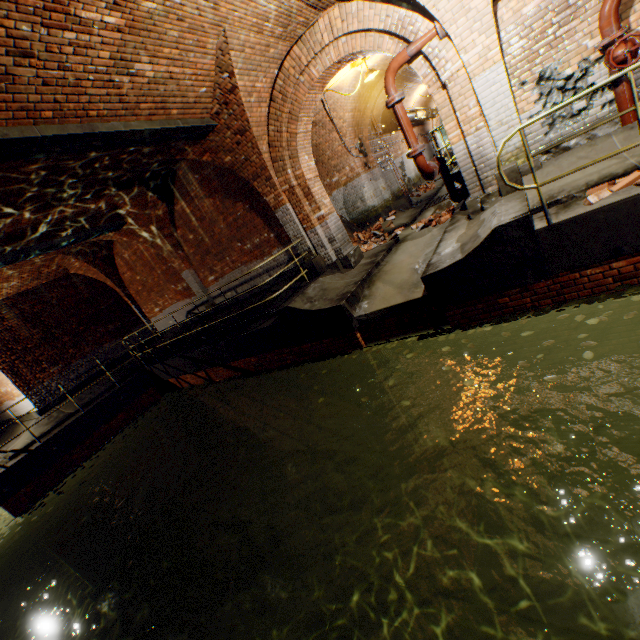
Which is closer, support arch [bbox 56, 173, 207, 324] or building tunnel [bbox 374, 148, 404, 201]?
support arch [bbox 56, 173, 207, 324]

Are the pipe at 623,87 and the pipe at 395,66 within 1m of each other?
no

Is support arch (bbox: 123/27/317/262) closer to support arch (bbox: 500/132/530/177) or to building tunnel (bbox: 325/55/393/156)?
building tunnel (bbox: 325/55/393/156)

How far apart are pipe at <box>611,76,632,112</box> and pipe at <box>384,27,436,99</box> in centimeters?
280cm

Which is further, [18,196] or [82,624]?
[82,624]

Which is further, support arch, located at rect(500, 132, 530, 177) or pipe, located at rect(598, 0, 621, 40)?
support arch, located at rect(500, 132, 530, 177)

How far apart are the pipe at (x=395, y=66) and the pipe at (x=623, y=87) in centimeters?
280cm

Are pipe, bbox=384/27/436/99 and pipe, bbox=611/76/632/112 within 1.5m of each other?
no
